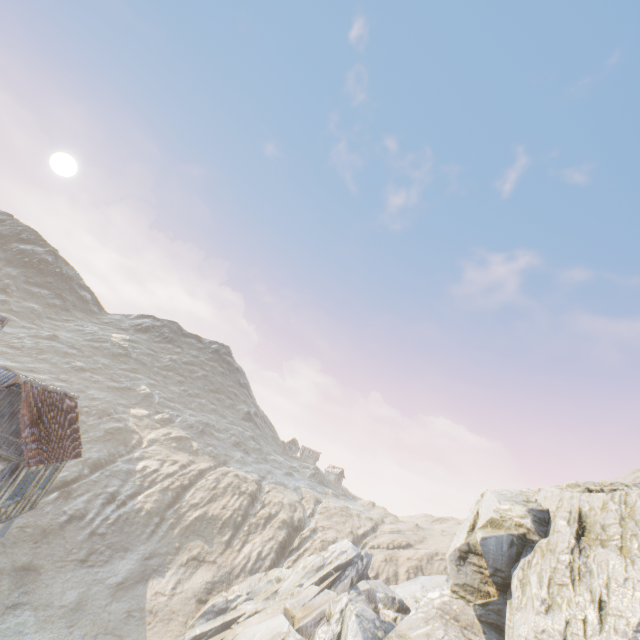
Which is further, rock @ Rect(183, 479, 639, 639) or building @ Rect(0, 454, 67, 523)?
rock @ Rect(183, 479, 639, 639)

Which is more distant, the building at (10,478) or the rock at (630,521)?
the rock at (630,521)

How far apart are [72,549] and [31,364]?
40.57m
